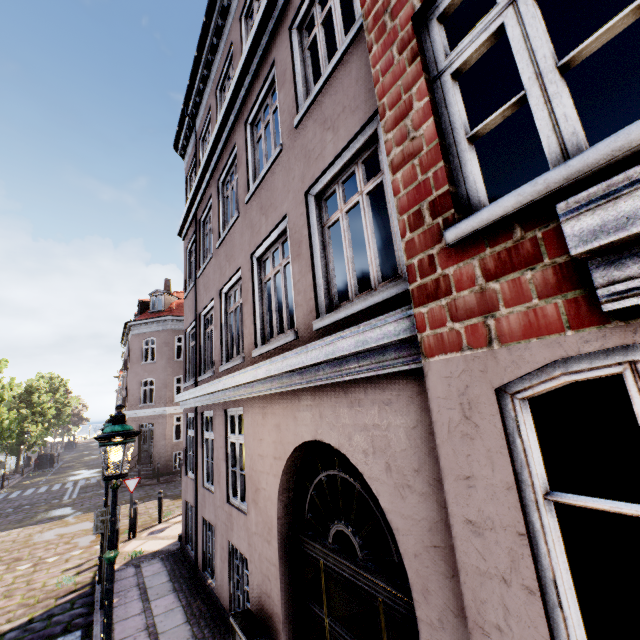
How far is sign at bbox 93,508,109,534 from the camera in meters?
7.1 m

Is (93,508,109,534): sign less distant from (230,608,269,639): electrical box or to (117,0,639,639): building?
(117,0,639,639): building

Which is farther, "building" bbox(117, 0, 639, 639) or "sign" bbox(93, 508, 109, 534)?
"sign" bbox(93, 508, 109, 534)

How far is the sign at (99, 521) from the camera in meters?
7.1 m

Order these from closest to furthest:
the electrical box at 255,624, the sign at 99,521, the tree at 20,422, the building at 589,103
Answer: the building at 589,103, the electrical box at 255,624, the sign at 99,521, the tree at 20,422

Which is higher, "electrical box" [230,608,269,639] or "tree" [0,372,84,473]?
"tree" [0,372,84,473]

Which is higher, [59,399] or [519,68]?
[59,399]

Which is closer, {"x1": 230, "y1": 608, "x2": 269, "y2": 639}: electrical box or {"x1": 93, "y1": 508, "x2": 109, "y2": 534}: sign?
{"x1": 230, "y1": 608, "x2": 269, "y2": 639}: electrical box
